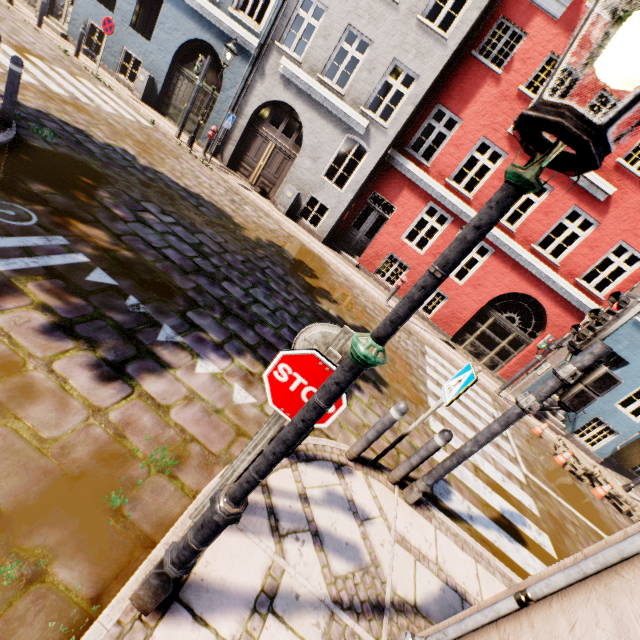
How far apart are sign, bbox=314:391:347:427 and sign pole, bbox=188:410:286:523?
0.0 meters

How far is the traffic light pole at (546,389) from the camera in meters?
3.4

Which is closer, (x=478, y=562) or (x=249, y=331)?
(x=478, y=562)

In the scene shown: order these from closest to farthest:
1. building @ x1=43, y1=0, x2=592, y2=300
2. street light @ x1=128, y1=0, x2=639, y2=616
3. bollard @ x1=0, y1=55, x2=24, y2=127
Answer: street light @ x1=128, y1=0, x2=639, y2=616 < bollard @ x1=0, y1=55, x2=24, y2=127 < building @ x1=43, y1=0, x2=592, y2=300

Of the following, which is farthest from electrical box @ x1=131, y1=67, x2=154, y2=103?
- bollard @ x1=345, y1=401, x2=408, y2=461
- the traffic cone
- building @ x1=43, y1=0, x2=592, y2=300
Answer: the traffic cone

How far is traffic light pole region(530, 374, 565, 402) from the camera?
3.39m

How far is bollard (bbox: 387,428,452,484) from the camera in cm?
401

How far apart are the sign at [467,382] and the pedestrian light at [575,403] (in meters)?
0.51
